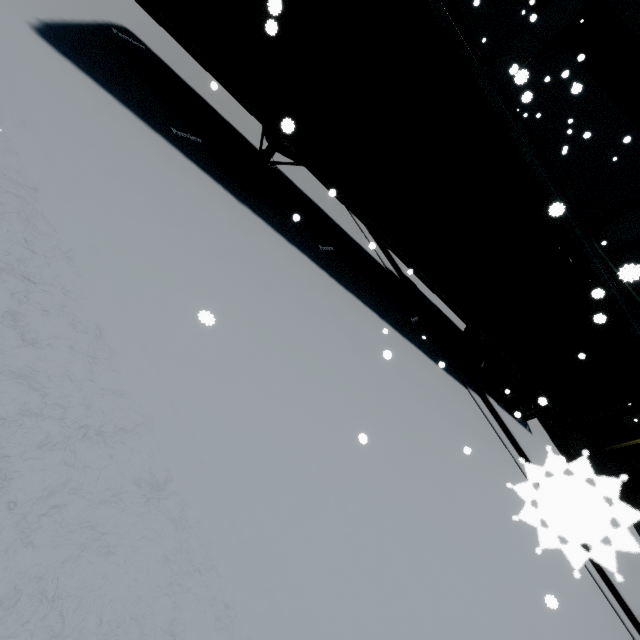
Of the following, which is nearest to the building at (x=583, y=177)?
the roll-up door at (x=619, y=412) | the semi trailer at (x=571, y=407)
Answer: the roll-up door at (x=619, y=412)

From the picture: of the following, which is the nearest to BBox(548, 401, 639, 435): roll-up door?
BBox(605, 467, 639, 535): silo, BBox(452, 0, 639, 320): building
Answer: BBox(452, 0, 639, 320): building

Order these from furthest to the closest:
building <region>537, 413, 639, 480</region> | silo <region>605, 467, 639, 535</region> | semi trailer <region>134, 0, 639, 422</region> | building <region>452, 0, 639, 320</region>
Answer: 1. building <region>537, 413, 639, 480</region>
2. building <region>452, 0, 639, 320</region>
3. semi trailer <region>134, 0, 639, 422</region>
4. silo <region>605, 467, 639, 535</region>

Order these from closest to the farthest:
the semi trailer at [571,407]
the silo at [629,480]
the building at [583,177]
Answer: the silo at [629,480] < the semi trailer at [571,407] < the building at [583,177]

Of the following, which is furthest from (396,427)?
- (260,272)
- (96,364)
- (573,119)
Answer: (573,119)

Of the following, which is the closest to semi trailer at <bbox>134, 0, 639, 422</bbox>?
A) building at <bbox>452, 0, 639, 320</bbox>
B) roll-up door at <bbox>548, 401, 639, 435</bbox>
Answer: roll-up door at <bbox>548, 401, 639, 435</bbox>
